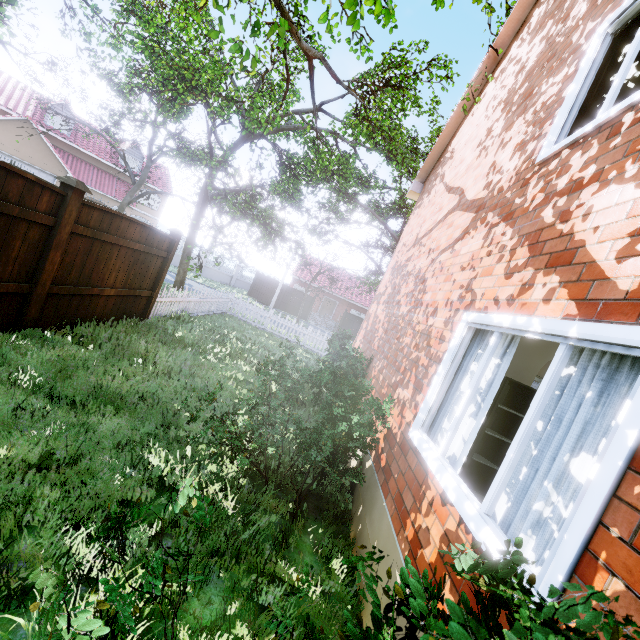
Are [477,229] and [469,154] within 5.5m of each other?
yes

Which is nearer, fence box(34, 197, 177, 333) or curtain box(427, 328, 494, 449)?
curtain box(427, 328, 494, 449)

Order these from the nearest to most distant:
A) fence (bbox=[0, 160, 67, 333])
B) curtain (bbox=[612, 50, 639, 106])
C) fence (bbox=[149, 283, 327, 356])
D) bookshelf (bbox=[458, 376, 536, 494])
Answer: curtain (bbox=[612, 50, 639, 106])
fence (bbox=[0, 160, 67, 333])
bookshelf (bbox=[458, 376, 536, 494])
fence (bbox=[149, 283, 327, 356])

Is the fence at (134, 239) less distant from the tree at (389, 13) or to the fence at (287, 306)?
the fence at (287, 306)

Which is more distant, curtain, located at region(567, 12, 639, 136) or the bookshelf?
the bookshelf

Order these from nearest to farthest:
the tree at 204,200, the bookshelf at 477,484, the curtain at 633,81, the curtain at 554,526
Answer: the curtain at 554,526, the curtain at 633,81, the bookshelf at 477,484, the tree at 204,200

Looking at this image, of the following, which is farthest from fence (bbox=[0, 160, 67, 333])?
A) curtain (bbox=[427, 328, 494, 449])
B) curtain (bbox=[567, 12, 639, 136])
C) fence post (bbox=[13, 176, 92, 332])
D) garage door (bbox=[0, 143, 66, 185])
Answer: curtain (bbox=[567, 12, 639, 136])
